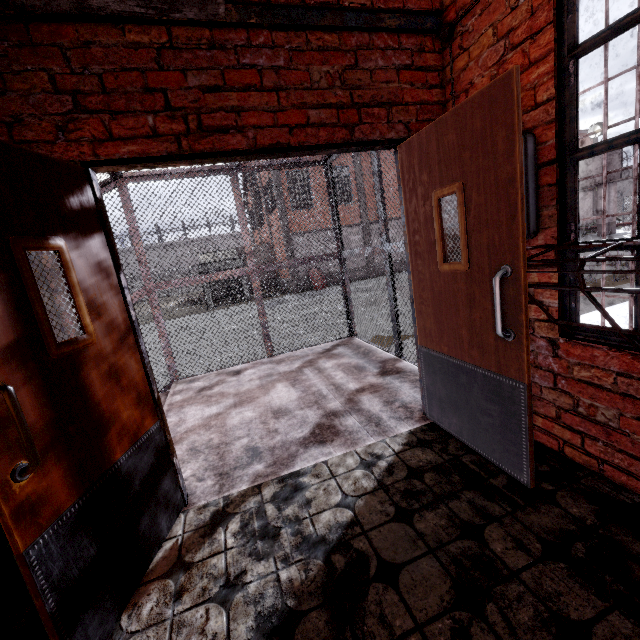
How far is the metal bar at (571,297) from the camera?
1.8m

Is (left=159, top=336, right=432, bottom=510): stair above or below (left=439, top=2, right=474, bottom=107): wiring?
below

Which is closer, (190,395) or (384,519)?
(384,519)

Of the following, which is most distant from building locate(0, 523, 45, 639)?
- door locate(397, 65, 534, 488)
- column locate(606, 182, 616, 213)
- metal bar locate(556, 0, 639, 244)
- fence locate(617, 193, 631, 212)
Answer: column locate(606, 182, 616, 213)

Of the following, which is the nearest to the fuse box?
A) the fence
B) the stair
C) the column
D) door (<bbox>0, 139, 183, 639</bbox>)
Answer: the stair

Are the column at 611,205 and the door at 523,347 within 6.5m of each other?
no

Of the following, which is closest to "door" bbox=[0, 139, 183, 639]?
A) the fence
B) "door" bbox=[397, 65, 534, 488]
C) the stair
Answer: the stair

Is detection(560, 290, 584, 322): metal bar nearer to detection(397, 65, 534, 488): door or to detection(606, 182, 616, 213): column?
detection(397, 65, 534, 488): door
